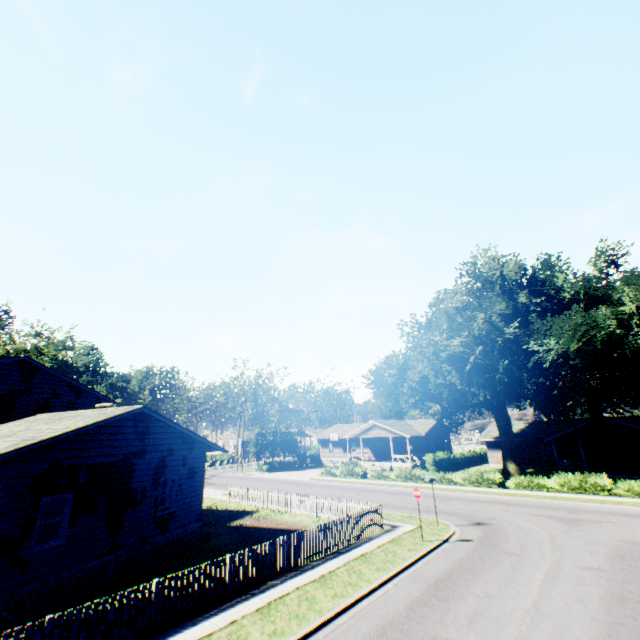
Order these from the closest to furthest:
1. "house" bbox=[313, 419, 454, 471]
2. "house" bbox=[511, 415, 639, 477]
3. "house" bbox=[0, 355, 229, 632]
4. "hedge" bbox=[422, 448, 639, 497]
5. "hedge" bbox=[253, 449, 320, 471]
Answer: "house" bbox=[0, 355, 229, 632] < "hedge" bbox=[422, 448, 639, 497] < "house" bbox=[511, 415, 639, 477] < "house" bbox=[313, 419, 454, 471] < "hedge" bbox=[253, 449, 320, 471]

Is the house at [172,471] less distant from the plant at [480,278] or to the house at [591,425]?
the plant at [480,278]

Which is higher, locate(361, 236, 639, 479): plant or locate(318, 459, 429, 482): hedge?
locate(361, 236, 639, 479): plant

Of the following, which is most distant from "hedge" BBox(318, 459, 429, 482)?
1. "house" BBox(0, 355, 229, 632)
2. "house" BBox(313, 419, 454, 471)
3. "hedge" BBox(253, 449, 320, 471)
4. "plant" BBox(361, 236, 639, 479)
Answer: "house" BBox(0, 355, 229, 632)

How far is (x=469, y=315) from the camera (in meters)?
32.53

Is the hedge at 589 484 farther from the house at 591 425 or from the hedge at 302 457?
the house at 591 425

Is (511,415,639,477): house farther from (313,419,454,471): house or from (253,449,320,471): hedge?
(253,449,320,471): hedge

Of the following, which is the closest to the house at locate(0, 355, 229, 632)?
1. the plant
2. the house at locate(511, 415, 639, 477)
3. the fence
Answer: the plant
